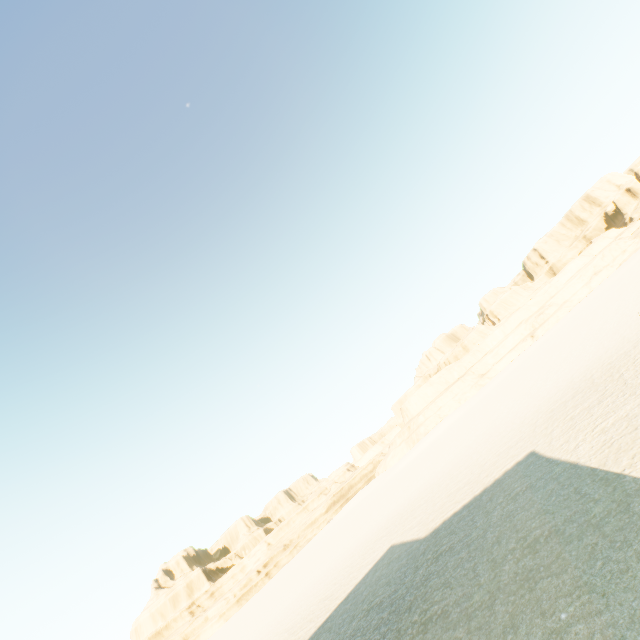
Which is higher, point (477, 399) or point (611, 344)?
point (477, 399)
